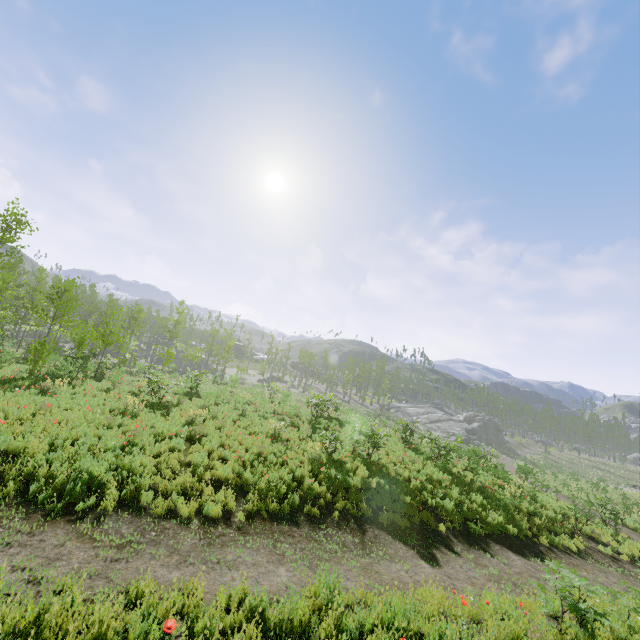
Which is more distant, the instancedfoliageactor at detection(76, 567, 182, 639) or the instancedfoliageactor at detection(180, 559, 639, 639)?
the instancedfoliageactor at detection(180, 559, 639, 639)

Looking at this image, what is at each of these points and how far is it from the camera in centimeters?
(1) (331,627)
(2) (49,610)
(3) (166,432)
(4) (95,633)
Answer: (1) instancedfoliageactor, 477cm
(2) instancedfoliageactor, 367cm
(3) instancedfoliageactor, 1107cm
(4) instancedfoliageactor, 364cm

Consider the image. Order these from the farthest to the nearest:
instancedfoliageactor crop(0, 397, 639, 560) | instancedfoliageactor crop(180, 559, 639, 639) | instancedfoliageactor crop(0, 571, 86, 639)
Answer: instancedfoliageactor crop(0, 397, 639, 560) < instancedfoliageactor crop(180, 559, 639, 639) < instancedfoliageactor crop(0, 571, 86, 639)

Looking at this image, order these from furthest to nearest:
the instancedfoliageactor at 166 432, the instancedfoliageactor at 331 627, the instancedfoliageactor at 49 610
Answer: the instancedfoliageactor at 166 432
the instancedfoliageactor at 331 627
the instancedfoliageactor at 49 610

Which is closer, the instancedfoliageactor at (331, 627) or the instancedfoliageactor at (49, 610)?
the instancedfoliageactor at (49, 610)
